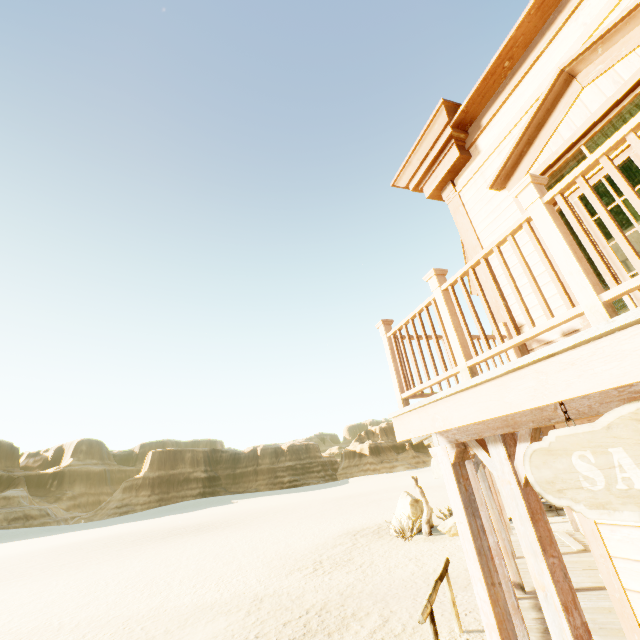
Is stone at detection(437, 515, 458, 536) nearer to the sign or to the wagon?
the wagon

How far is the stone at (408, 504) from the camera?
14.7 meters

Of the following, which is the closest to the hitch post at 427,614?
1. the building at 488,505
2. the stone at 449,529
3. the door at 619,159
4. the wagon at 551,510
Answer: the building at 488,505

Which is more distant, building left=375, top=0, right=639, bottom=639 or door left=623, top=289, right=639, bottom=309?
door left=623, top=289, right=639, bottom=309

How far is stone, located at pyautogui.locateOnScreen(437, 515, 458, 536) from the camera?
13.00m

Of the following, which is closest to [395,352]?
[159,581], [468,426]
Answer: [468,426]

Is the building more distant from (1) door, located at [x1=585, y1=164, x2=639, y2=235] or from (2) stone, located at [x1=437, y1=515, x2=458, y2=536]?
(2) stone, located at [x1=437, y1=515, x2=458, y2=536]

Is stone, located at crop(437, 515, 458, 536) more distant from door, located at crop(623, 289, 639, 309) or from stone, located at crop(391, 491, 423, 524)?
door, located at crop(623, 289, 639, 309)
